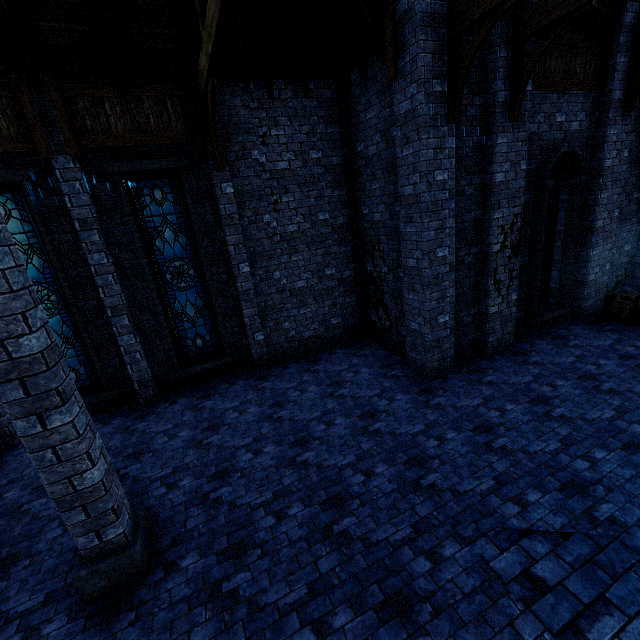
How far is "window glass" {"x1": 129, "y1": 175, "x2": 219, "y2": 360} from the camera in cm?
759

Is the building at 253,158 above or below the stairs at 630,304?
above

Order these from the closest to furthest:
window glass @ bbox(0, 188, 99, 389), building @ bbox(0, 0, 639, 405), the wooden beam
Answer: building @ bbox(0, 0, 639, 405), window glass @ bbox(0, 188, 99, 389), the wooden beam

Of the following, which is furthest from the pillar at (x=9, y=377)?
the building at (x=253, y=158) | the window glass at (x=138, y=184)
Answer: the window glass at (x=138, y=184)

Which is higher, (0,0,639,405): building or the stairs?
(0,0,639,405): building

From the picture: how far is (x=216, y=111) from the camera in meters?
7.2

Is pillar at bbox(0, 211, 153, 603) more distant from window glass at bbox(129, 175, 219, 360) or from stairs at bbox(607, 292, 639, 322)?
stairs at bbox(607, 292, 639, 322)

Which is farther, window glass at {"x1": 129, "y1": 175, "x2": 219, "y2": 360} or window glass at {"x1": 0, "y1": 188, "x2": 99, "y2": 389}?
window glass at {"x1": 129, "y1": 175, "x2": 219, "y2": 360}
